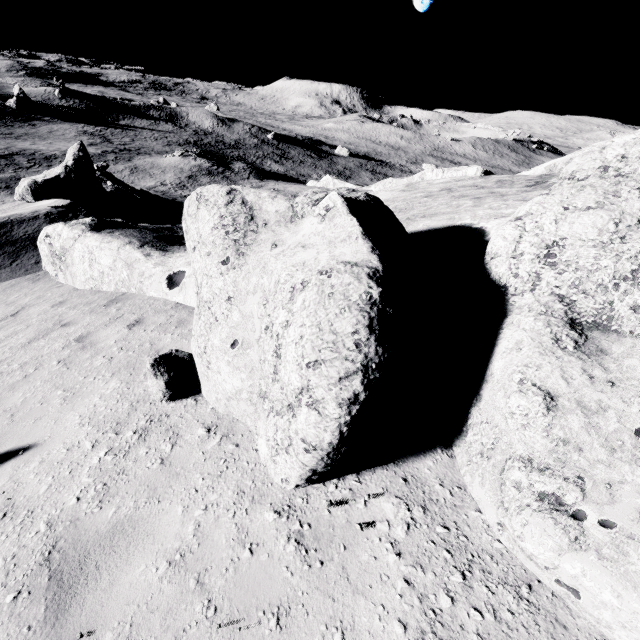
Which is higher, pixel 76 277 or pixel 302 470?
pixel 302 470

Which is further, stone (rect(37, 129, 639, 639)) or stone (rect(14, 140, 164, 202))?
stone (rect(14, 140, 164, 202))

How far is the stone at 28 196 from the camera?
16.5 meters

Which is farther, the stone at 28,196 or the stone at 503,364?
the stone at 28,196

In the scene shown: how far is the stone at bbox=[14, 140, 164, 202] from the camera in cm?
1645
